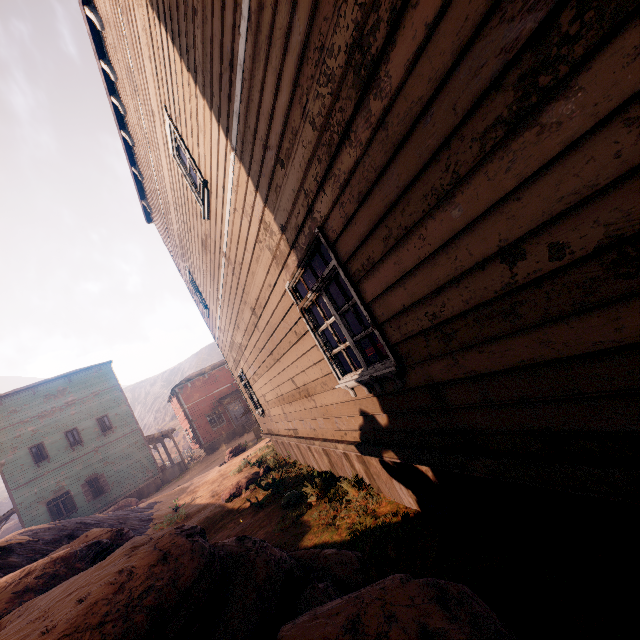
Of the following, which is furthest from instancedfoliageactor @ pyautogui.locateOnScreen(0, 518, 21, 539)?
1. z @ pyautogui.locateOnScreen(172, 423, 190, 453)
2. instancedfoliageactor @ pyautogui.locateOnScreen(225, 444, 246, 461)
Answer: instancedfoliageactor @ pyautogui.locateOnScreen(225, 444, 246, 461)

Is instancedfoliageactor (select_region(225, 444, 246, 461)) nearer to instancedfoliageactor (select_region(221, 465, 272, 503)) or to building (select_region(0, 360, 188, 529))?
building (select_region(0, 360, 188, 529))

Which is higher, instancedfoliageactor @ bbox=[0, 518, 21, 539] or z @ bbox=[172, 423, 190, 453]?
instancedfoliageactor @ bbox=[0, 518, 21, 539]

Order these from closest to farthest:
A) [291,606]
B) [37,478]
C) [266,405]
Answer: [291,606]
[266,405]
[37,478]

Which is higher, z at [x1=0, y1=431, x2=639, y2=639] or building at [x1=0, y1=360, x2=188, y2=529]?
building at [x1=0, y1=360, x2=188, y2=529]

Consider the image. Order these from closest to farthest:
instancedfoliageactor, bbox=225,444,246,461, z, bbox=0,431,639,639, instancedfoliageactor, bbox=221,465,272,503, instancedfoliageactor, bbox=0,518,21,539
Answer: z, bbox=0,431,639,639 < instancedfoliageactor, bbox=221,465,272,503 < instancedfoliageactor, bbox=225,444,246,461 < instancedfoliageactor, bbox=0,518,21,539

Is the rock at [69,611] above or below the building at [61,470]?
below

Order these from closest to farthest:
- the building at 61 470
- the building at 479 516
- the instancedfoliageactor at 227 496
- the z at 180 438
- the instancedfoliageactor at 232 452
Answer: the building at 479 516 → the instancedfoliageactor at 227 496 → the instancedfoliageactor at 232 452 → the building at 61 470 → the z at 180 438
